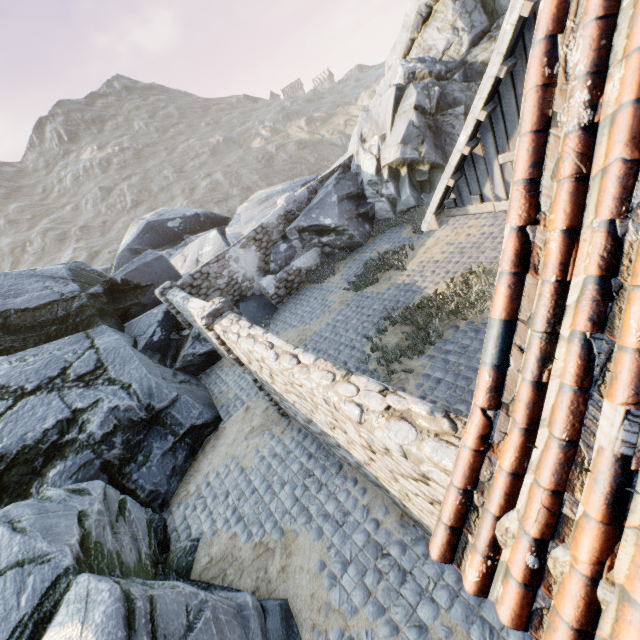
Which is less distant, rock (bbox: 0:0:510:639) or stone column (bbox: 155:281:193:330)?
rock (bbox: 0:0:510:639)

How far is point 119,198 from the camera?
54.5 meters

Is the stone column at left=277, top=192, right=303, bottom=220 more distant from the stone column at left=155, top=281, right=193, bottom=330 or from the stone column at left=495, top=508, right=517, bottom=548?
the stone column at left=495, top=508, right=517, bottom=548

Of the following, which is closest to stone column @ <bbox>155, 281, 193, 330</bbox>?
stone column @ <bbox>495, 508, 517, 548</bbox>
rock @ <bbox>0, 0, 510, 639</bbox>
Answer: rock @ <bbox>0, 0, 510, 639</bbox>

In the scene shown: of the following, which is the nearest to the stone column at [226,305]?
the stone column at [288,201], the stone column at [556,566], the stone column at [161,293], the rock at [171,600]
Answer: the rock at [171,600]

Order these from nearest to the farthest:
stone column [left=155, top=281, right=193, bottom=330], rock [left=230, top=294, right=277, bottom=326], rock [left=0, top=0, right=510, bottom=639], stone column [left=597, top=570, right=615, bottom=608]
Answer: stone column [left=597, top=570, right=615, bottom=608] → rock [left=0, top=0, right=510, bottom=639] → stone column [left=155, top=281, right=193, bottom=330] → rock [left=230, top=294, right=277, bottom=326]

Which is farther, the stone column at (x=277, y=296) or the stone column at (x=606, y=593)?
the stone column at (x=277, y=296)

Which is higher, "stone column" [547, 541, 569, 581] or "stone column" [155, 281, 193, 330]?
"stone column" [547, 541, 569, 581]
